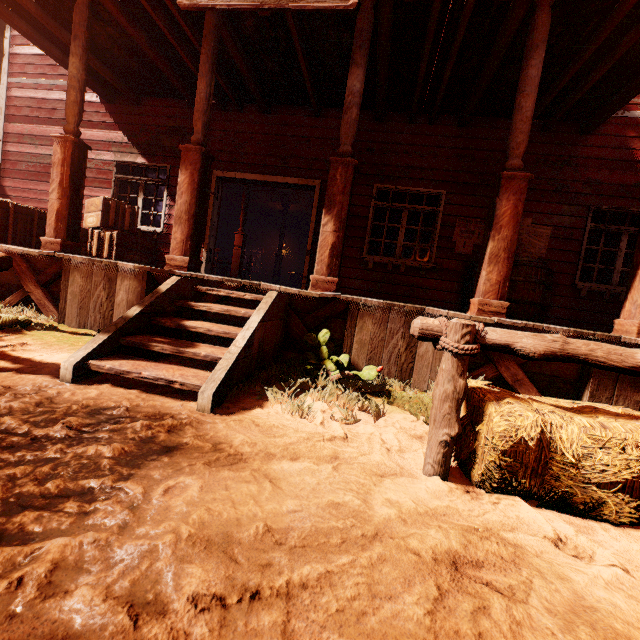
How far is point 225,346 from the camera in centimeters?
440cm

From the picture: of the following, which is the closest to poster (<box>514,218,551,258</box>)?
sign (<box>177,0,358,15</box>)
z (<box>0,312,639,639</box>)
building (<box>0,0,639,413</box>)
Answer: building (<box>0,0,639,413</box>)

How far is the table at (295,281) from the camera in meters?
16.2 m

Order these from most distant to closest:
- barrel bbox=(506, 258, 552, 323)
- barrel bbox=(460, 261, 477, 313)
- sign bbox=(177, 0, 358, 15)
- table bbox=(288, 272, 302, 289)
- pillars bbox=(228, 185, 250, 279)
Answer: table bbox=(288, 272, 302, 289)
pillars bbox=(228, 185, 250, 279)
barrel bbox=(460, 261, 477, 313)
barrel bbox=(506, 258, 552, 323)
sign bbox=(177, 0, 358, 15)

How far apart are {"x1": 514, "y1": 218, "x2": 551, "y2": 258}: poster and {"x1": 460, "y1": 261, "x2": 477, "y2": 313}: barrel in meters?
0.2 m

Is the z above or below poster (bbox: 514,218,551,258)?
below

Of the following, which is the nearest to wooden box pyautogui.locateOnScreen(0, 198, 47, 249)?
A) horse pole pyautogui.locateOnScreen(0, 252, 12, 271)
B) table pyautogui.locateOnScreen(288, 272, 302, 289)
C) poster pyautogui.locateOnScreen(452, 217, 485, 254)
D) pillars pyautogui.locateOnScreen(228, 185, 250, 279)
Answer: horse pole pyautogui.locateOnScreen(0, 252, 12, 271)

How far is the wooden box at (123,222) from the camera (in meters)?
6.18
